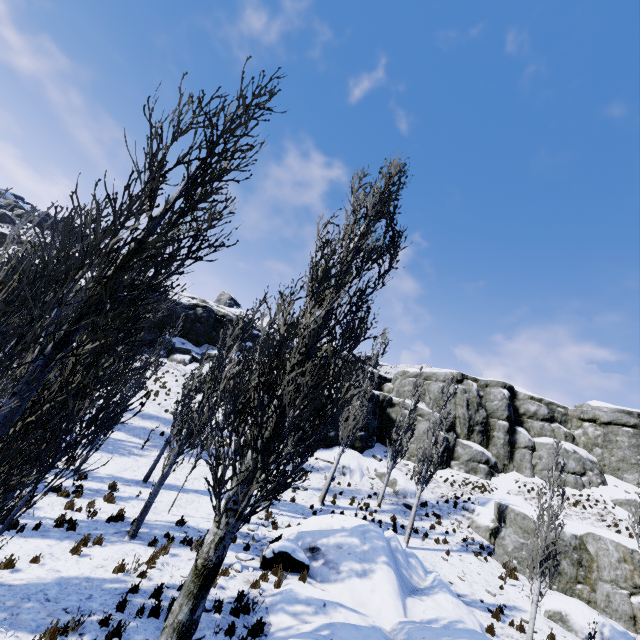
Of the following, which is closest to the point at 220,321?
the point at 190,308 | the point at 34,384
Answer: the point at 190,308

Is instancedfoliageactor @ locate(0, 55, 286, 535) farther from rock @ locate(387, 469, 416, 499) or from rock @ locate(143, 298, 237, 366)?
rock @ locate(387, 469, 416, 499)

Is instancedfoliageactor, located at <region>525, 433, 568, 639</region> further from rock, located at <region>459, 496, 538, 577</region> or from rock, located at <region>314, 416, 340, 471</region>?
rock, located at <region>459, 496, 538, 577</region>

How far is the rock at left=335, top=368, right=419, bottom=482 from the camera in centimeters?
2582cm

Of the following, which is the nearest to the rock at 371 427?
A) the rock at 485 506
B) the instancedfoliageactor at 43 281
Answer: the instancedfoliageactor at 43 281

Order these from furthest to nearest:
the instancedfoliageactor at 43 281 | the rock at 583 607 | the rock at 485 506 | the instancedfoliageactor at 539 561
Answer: the rock at 485 506 → the rock at 583 607 → the instancedfoliageactor at 539 561 → the instancedfoliageactor at 43 281

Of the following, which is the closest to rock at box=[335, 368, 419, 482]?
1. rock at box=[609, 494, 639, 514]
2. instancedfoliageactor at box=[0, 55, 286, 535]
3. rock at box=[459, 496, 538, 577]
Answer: instancedfoliageactor at box=[0, 55, 286, 535]
